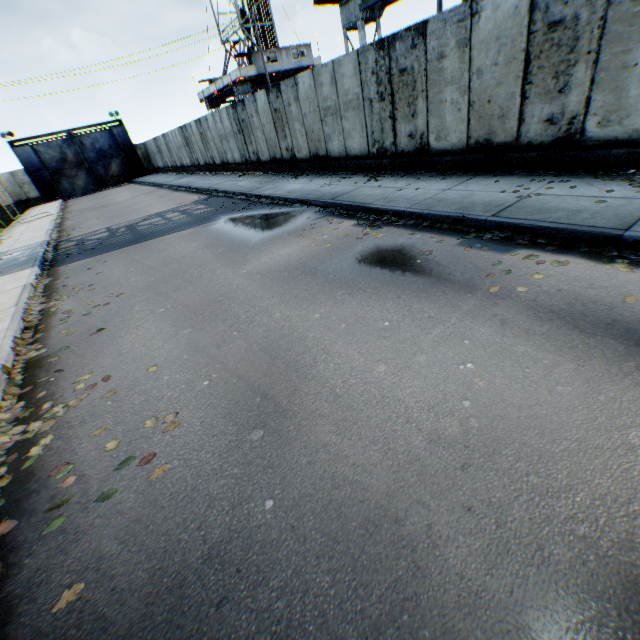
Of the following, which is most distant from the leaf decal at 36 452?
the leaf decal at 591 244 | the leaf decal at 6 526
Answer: the leaf decal at 591 244

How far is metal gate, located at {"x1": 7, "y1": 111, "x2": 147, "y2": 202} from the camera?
33.88m

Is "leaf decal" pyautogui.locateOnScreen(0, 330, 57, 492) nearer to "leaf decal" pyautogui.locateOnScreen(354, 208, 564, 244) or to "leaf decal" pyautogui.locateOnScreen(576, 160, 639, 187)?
"leaf decal" pyautogui.locateOnScreen(354, 208, 564, 244)

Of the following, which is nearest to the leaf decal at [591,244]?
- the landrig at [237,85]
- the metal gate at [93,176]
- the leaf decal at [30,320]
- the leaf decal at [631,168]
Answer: the leaf decal at [631,168]

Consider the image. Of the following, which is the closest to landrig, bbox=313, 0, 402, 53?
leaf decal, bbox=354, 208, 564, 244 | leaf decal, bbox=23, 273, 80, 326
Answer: leaf decal, bbox=354, 208, 564, 244

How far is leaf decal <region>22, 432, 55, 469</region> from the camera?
3.3 meters

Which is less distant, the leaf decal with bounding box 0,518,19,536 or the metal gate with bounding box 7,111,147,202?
the leaf decal with bounding box 0,518,19,536

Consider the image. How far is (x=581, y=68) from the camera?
6.0 meters
